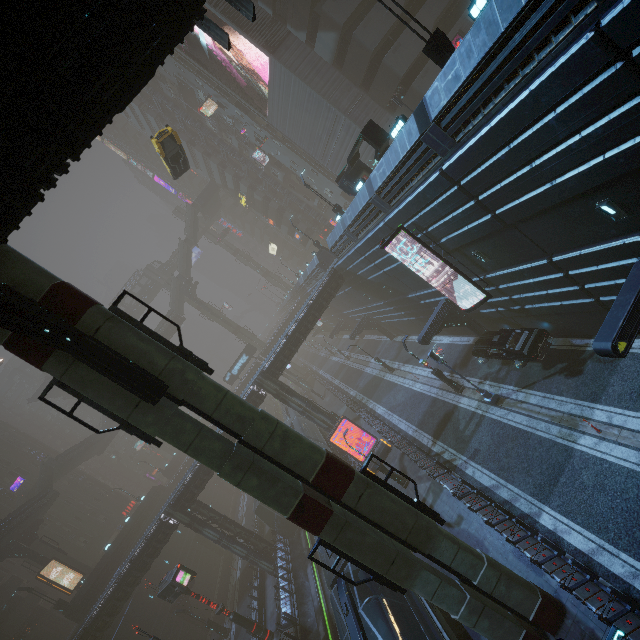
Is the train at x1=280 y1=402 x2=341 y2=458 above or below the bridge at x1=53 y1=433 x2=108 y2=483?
below

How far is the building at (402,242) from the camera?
18.5 meters

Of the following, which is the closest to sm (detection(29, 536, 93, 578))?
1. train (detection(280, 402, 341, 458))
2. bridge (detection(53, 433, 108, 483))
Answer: train (detection(280, 402, 341, 458))

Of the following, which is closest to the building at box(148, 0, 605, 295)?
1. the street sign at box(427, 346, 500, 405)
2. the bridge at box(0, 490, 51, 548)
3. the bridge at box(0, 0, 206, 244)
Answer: the street sign at box(427, 346, 500, 405)

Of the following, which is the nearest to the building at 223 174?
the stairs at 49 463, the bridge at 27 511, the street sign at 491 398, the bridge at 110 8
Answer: the street sign at 491 398

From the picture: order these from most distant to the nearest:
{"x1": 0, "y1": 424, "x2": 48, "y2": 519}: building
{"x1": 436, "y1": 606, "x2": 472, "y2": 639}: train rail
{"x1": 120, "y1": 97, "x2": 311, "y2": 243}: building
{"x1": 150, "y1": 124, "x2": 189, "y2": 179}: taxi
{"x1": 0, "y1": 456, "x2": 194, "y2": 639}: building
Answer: {"x1": 120, "y1": 97, "x2": 311, "y2": 243}: building → {"x1": 0, "y1": 424, "x2": 48, "y2": 519}: building → {"x1": 0, "y1": 456, "x2": 194, "y2": 639}: building → {"x1": 150, "y1": 124, "x2": 189, "y2": 179}: taxi → {"x1": 436, "y1": 606, "x2": 472, "y2": 639}: train rail

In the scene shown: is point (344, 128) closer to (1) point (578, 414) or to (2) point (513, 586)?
(1) point (578, 414)

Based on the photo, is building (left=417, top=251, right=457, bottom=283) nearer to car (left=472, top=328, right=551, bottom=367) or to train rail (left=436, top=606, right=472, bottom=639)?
Result: train rail (left=436, top=606, right=472, bottom=639)
